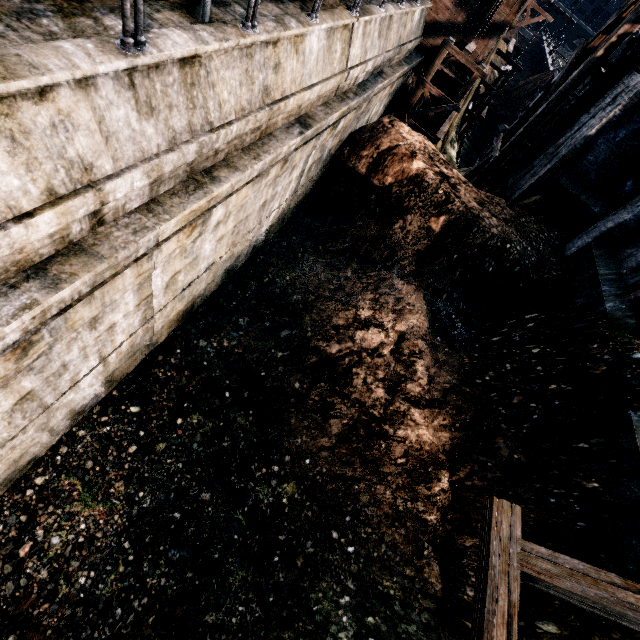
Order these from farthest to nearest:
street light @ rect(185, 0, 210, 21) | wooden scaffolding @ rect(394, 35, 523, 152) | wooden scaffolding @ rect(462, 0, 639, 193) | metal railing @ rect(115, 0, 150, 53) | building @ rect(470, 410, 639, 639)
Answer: wooden scaffolding @ rect(394, 35, 523, 152)
wooden scaffolding @ rect(462, 0, 639, 193)
street light @ rect(185, 0, 210, 21)
building @ rect(470, 410, 639, 639)
metal railing @ rect(115, 0, 150, 53)

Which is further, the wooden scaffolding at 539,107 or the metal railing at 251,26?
the wooden scaffolding at 539,107

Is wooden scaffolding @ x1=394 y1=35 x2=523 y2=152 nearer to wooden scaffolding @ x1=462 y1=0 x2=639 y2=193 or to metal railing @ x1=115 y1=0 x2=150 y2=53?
metal railing @ x1=115 y1=0 x2=150 y2=53

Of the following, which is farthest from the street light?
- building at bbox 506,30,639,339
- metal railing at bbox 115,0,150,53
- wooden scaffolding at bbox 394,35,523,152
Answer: wooden scaffolding at bbox 394,35,523,152

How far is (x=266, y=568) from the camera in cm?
792

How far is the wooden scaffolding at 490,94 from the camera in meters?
16.9

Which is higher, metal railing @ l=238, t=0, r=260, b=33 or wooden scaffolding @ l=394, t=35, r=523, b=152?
metal railing @ l=238, t=0, r=260, b=33

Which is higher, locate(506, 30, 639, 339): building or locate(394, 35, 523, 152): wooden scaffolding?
locate(506, 30, 639, 339): building
